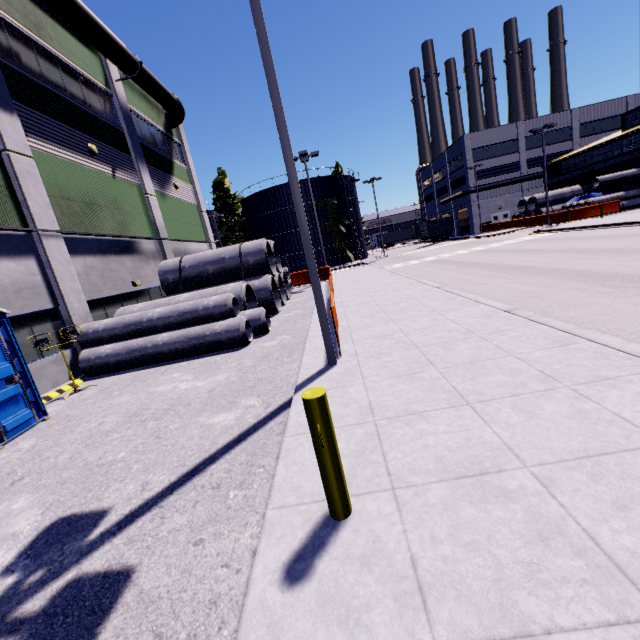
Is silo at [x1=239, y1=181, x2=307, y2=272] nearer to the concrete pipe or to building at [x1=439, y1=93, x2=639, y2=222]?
building at [x1=439, y1=93, x2=639, y2=222]

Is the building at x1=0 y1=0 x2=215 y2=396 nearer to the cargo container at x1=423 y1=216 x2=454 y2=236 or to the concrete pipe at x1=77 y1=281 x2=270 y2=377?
the concrete pipe at x1=77 y1=281 x2=270 y2=377

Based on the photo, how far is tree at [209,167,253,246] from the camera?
44.06m

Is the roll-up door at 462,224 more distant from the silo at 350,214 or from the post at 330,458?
the post at 330,458

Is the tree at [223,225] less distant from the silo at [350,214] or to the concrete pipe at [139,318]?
the silo at [350,214]

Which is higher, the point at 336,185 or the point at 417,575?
the point at 336,185

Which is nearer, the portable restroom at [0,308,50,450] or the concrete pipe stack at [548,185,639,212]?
the portable restroom at [0,308,50,450]

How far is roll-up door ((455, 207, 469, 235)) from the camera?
54.7m
